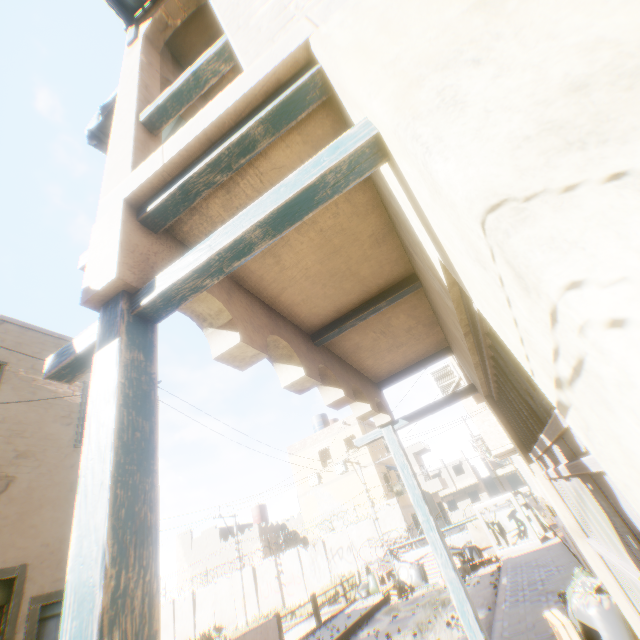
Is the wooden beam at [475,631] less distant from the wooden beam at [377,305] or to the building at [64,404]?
the building at [64,404]

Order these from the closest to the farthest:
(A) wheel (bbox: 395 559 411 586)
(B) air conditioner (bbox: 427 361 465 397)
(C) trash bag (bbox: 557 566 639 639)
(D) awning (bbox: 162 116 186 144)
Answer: (C) trash bag (bbox: 557 566 639 639) → (D) awning (bbox: 162 116 186 144) → (B) air conditioner (bbox: 427 361 465 397) → (A) wheel (bbox: 395 559 411 586)

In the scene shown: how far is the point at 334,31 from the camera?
1.5 meters

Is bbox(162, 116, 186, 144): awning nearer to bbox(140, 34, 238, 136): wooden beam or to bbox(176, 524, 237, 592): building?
bbox(176, 524, 237, 592): building

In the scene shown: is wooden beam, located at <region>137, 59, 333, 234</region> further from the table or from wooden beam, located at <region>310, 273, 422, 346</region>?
the table

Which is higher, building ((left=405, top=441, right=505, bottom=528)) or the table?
building ((left=405, top=441, right=505, bottom=528))

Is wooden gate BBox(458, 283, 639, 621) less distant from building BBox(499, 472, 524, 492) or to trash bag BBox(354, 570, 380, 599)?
building BBox(499, 472, 524, 492)

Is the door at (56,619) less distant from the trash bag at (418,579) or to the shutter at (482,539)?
the trash bag at (418,579)
